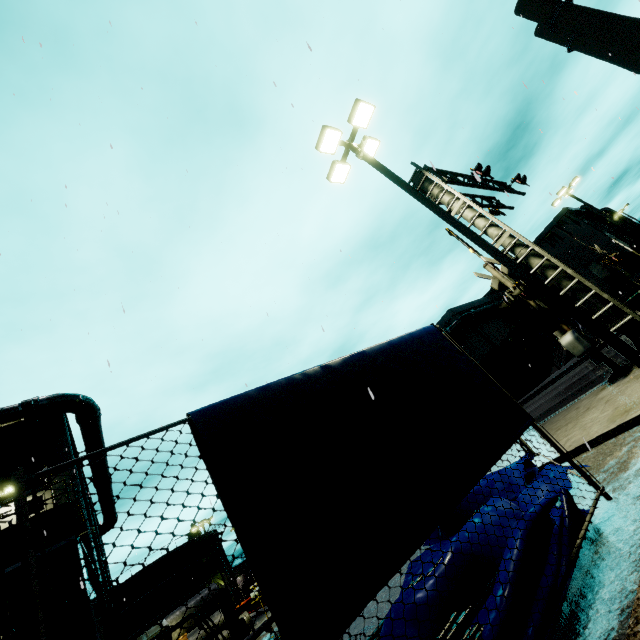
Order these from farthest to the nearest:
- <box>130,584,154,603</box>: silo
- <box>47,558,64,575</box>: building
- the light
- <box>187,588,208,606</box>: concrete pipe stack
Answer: <box>130,584,154,603</box>: silo < <box>187,588,208,606</box>: concrete pipe stack < <box>47,558,64,575</box>: building < the light

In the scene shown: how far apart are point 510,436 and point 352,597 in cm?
278

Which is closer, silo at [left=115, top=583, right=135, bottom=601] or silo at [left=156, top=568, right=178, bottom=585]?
silo at [left=115, top=583, right=135, bottom=601]

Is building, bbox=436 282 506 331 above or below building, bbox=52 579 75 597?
above

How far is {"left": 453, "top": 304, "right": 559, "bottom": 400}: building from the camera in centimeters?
3122cm

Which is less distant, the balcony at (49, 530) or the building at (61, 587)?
the building at (61, 587)

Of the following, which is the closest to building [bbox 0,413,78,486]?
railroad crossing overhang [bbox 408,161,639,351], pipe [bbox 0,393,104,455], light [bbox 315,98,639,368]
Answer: pipe [bbox 0,393,104,455]

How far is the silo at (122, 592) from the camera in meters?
44.0
